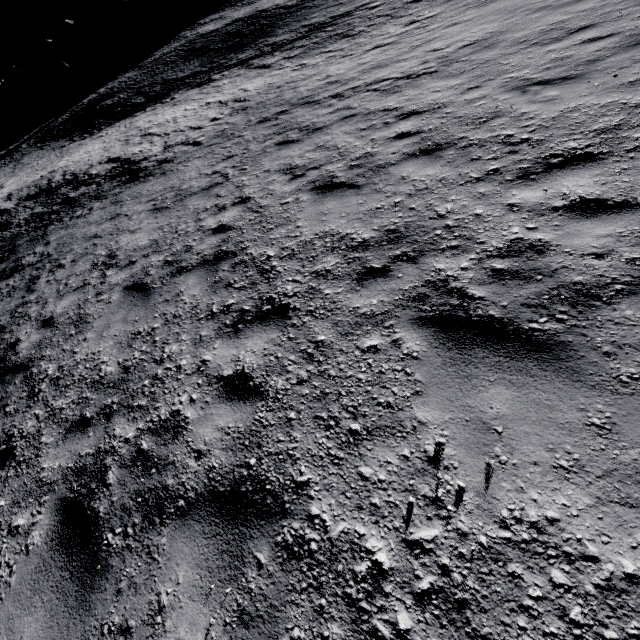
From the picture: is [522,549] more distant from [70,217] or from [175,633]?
[70,217]

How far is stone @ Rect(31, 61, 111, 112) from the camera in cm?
4544

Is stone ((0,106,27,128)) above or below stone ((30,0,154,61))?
below

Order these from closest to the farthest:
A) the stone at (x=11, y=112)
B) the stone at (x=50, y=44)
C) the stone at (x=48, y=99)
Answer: →
the stone at (x=48, y=99)
the stone at (x=11, y=112)
the stone at (x=50, y=44)

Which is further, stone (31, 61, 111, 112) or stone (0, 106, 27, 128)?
stone (0, 106, 27, 128)

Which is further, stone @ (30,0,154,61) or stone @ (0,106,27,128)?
stone @ (30,0,154,61)

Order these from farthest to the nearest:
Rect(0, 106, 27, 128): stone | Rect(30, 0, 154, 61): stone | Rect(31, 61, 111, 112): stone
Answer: Rect(30, 0, 154, 61): stone → Rect(0, 106, 27, 128): stone → Rect(31, 61, 111, 112): stone

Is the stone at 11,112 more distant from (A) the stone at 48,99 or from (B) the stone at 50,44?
(B) the stone at 50,44
